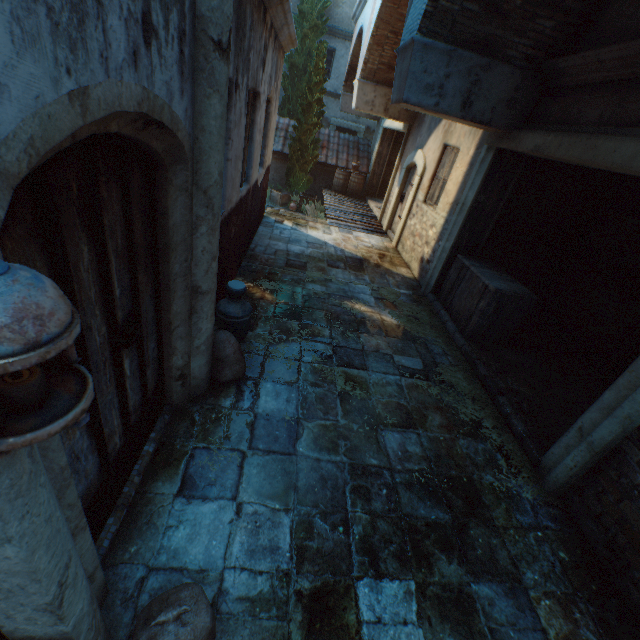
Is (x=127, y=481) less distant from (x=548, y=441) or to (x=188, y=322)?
(x=188, y=322)

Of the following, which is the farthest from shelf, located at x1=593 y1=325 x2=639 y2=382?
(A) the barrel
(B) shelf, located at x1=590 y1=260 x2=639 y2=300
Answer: (A) the barrel

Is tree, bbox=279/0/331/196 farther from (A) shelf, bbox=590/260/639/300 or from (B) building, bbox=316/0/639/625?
(A) shelf, bbox=590/260/639/300

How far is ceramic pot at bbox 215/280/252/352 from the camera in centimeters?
360cm

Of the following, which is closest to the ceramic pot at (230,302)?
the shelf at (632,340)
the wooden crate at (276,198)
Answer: the shelf at (632,340)

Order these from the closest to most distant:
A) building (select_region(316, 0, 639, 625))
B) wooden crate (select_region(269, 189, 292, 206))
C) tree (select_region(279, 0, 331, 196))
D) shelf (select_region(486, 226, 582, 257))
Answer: building (select_region(316, 0, 639, 625)), shelf (select_region(486, 226, 582, 257)), tree (select_region(279, 0, 331, 196)), wooden crate (select_region(269, 189, 292, 206))

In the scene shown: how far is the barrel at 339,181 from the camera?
14.4m

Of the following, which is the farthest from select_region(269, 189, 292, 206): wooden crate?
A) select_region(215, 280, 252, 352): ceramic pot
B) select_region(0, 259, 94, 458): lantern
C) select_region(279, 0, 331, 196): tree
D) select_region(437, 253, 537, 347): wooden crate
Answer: select_region(0, 259, 94, 458): lantern
